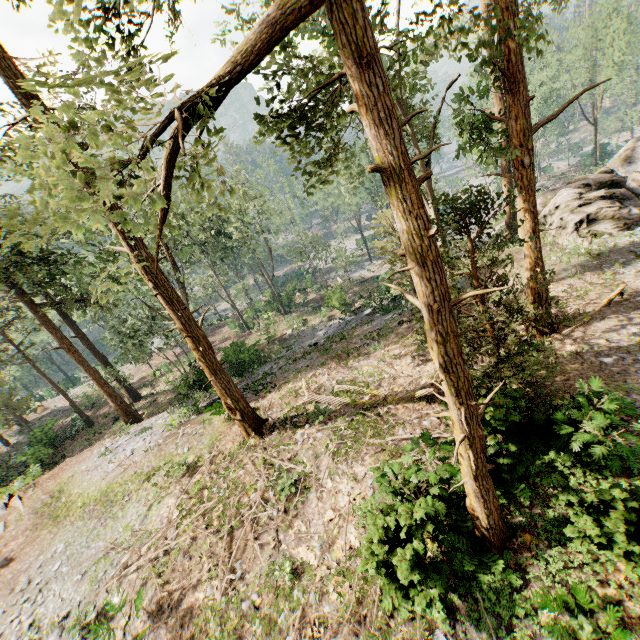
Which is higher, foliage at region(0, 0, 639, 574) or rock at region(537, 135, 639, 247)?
foliage at region(0, 0, 639, 574)

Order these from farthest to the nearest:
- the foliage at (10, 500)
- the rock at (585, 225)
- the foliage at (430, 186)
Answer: the rock at (585, 225) → the foliage at (10, 500) → the foliage at (430, 186)

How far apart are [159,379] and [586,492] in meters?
38.8

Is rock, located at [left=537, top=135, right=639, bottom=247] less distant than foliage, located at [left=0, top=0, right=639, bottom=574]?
No

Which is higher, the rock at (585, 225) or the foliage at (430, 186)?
the foliage at (430, 186)

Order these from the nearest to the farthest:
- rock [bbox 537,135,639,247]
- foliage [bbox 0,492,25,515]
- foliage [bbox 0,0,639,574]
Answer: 1. foliage [bbox 0,0,639,574]
2. foliage [bbox 0,492,25,515]
3. rock [bbox 537,135,639,247]

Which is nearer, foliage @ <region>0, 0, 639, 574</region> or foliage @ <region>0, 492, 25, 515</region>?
foliage @ <region>0, 0, 639, 574</region>
